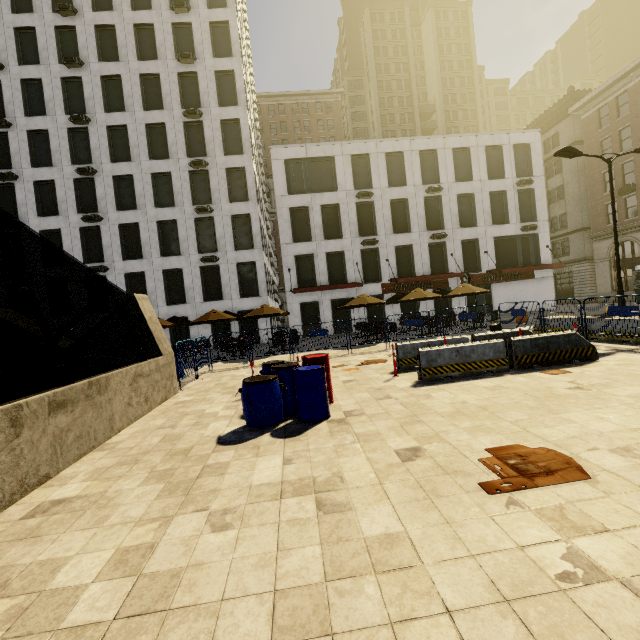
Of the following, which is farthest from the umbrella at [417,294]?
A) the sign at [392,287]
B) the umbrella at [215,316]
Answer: the umbrella at [215,316]

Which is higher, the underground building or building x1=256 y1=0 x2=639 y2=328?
building x1=256 y1=0 x2=639 y2=328

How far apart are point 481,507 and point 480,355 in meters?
6.1 m

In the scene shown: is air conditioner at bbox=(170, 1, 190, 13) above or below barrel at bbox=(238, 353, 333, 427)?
above

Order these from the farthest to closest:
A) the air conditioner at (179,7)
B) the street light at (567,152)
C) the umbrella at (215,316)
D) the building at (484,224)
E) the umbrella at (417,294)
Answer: the building at (484,224) < the air conditioner at (179,7) < the umbrella at (417,294) < the umbrella at (215,316) < the street light at (567,152)

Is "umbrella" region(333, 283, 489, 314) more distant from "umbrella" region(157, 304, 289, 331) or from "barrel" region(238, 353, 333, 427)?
"barrel" region(238, 353, 333, 427)

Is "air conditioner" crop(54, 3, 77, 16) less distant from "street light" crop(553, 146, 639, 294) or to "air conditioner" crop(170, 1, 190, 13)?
"air conditioner" crop(170, 1, 190, 13)

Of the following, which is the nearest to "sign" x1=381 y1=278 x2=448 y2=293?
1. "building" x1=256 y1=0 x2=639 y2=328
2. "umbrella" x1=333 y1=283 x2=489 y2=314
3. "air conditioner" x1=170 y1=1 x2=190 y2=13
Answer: "umbrella" x1=333 y1=283 x2=489 y2=314
